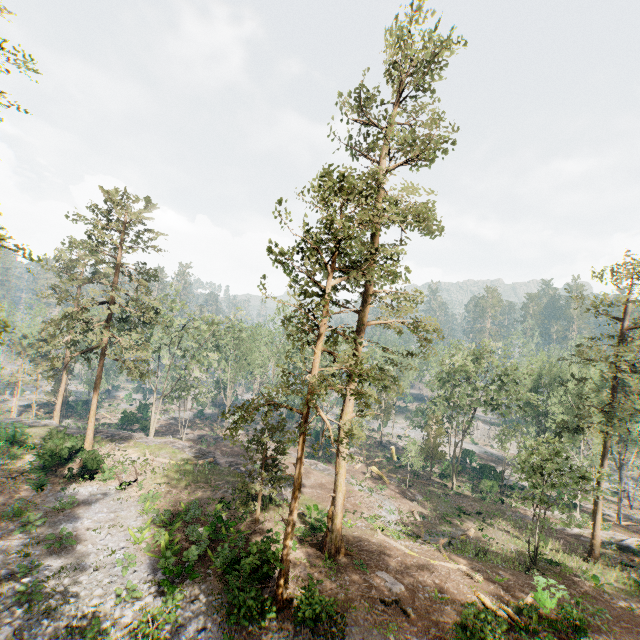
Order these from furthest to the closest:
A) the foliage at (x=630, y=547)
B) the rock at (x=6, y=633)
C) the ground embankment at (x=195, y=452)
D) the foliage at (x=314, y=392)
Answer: the ground embankment at (x=195, y=452)
the foliage at (x=630, y=547)
the foliage at (x=314, y=392)
the rock at (x=6, y=633)

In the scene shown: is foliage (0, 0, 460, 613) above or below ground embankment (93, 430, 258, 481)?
above

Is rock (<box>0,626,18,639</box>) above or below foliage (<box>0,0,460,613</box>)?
below

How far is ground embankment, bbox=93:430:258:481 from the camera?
30.9 meters

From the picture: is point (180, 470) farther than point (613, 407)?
Yes

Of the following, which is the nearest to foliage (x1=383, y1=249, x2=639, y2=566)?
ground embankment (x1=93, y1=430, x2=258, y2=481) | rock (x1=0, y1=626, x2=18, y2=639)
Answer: rock (x1=0, y1=626, x2=18, y2=639)

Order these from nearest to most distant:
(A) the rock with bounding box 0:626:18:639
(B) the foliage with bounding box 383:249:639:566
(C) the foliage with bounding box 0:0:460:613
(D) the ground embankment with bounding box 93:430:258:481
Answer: (A) the rock with bounding box 0:626:18:639, (C) the foliage with bounding box 0:0:460:613, (B) the foliage with bounding box 383:249:639:566, (D) the ground embankment with bounding box 93:430:258:481

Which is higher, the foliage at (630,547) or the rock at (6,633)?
the foliage at (630,547)
